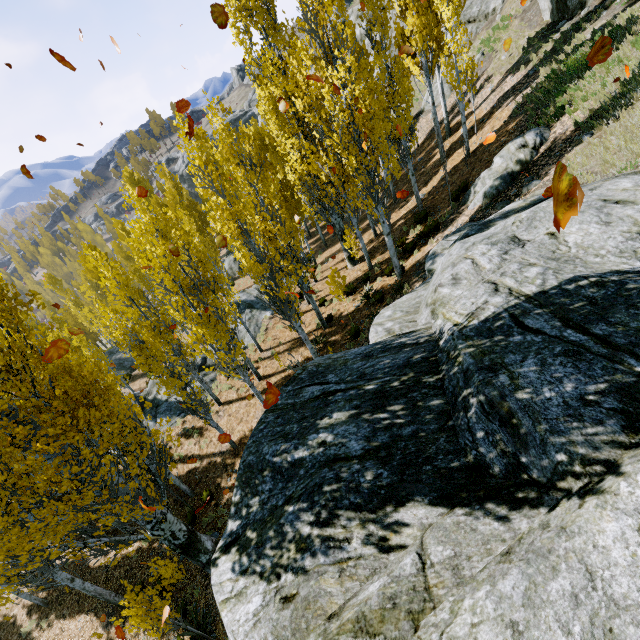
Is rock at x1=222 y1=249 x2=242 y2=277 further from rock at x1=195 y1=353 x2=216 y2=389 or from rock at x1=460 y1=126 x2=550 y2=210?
rock at x1=460 y1=126 x2=550 y2=210

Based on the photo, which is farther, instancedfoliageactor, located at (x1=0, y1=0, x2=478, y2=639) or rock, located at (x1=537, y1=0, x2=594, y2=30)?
rock, located at (x1=537, y1=0, x2=594, y2=30)

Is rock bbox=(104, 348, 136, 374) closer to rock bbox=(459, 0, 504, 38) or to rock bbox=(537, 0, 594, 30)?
rock bbox=(459, 0, 504, 38)

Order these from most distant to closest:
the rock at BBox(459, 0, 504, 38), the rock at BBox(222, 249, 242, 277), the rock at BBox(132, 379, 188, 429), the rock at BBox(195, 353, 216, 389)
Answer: the rock at BBox(222, 249, 242, 277), the rock at BBox(459, 0, 504, 38), the rock at BBox(195, 353, 216, 389), the rock at BBox(132, 379, 188, 429)

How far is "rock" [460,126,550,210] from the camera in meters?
11.9

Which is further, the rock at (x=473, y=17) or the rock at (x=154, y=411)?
the rock at (x=473, y=17)

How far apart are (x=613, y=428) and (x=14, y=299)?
9.1m

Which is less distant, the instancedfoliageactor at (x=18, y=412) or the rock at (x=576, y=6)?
the instancedfoliageactor at (x=18, y=412)
